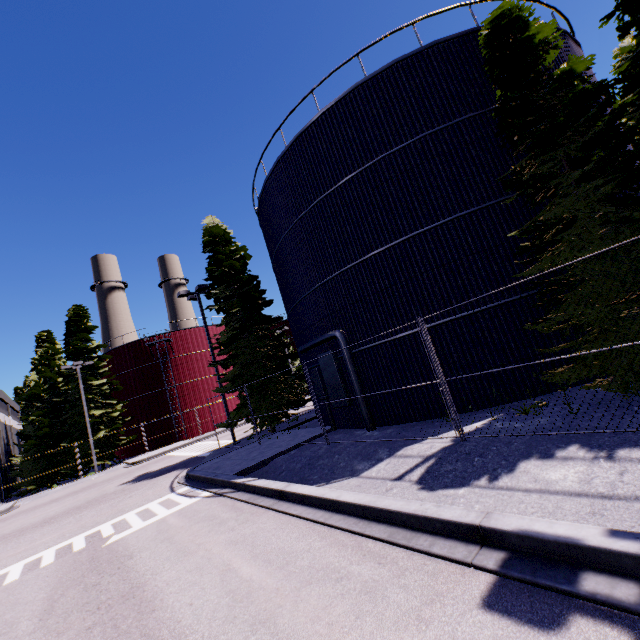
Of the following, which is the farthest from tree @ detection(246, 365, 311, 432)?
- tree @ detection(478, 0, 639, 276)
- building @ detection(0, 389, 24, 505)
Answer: tree @ detection(478, 0, 639, 276)

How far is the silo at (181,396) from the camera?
34.8m

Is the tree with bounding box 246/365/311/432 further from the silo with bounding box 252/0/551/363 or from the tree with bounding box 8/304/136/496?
the tree with bounding box 8/304/136/496

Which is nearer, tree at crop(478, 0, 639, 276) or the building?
tree at crop(478, 0, 639, 276)

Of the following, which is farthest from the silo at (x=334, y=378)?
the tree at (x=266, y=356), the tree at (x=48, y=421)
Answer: the tree at (x=48, y=421)

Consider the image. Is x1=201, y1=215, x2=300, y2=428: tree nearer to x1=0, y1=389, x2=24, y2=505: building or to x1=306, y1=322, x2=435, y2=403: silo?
x1=306, y1=322, x2=435, y2=403: silo

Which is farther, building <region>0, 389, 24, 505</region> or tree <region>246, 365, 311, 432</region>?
building <region>0, 389, 24, 505</region>

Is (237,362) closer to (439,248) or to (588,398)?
(439,248)
